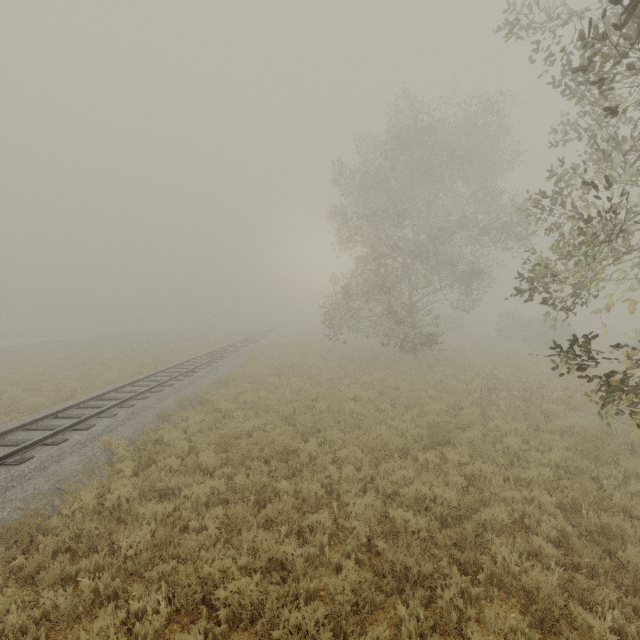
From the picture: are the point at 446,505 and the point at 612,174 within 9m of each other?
yes
